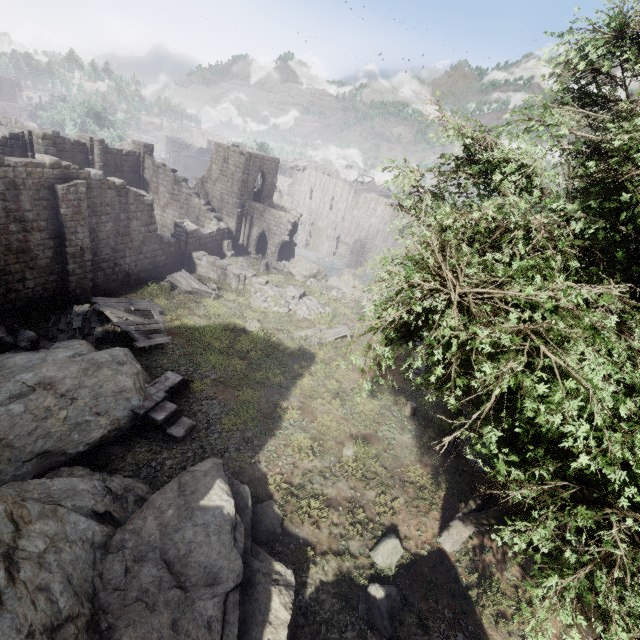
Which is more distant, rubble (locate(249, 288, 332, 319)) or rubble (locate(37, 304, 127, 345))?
rubble (locate(249, 288, 332, 319))

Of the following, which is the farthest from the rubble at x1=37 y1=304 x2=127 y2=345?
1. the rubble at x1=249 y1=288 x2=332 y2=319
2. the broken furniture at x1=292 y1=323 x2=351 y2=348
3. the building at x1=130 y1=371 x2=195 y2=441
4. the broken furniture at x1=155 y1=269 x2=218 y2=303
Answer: the broken furniture at x1=292 y1=323 x2=351 y2=348

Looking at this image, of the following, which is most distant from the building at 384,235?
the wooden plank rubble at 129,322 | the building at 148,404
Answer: the building at 148,404

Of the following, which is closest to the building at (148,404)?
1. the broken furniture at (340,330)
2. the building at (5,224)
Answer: the building at (5,224)

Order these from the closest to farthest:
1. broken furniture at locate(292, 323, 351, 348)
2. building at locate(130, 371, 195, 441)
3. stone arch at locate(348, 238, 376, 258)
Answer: building at locate(130, 371, 195, 441), broken furniture at locate(292, 323, 351, 348), stone arch at locate(348, 238, 376, 258)

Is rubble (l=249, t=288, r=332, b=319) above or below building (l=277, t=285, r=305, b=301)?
below

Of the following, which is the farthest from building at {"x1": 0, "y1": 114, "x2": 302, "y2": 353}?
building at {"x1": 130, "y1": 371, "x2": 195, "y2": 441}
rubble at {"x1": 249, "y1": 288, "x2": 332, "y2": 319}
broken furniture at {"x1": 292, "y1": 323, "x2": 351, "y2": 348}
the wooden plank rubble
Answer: building at {"x1": 130, "y1": 371, "x2": 195, "y2": 441}

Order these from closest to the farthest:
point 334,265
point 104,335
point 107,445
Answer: point 107,445, point 104,335, point 334,265
